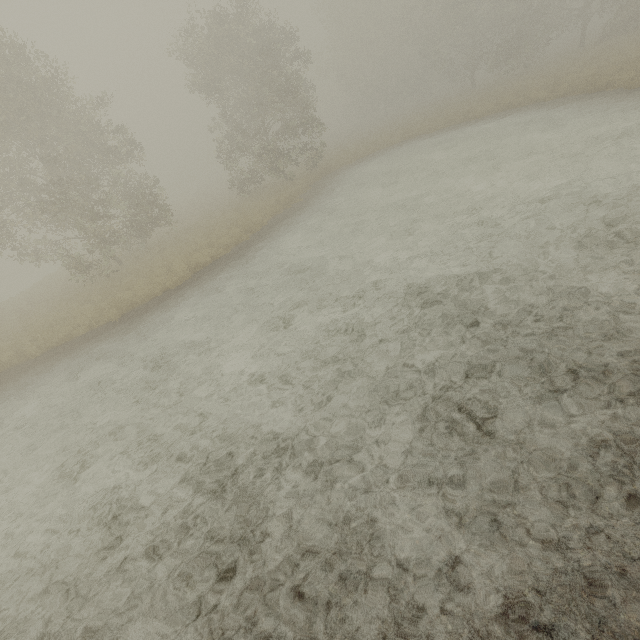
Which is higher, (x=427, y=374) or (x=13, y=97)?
(x=13, y=97)
